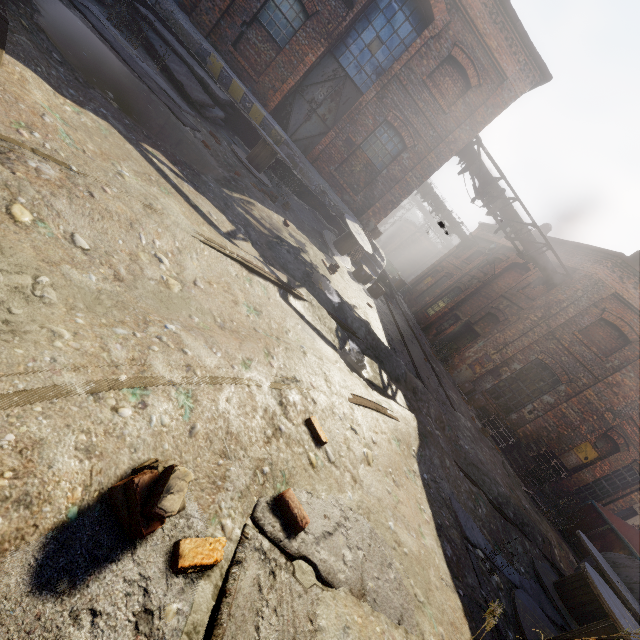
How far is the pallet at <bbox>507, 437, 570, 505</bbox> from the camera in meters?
10.5 m

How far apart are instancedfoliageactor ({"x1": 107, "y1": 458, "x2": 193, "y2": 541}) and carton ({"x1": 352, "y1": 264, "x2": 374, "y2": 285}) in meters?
9.7 m

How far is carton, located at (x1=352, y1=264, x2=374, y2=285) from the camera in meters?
10.7

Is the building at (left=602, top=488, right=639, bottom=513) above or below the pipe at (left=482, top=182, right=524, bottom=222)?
below

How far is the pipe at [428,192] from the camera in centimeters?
2172cm

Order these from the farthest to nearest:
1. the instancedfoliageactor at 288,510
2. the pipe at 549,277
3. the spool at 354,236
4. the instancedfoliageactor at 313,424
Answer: the pipe at 549,277 → the spool at 354,236 → the instancedfoliageactor at 313,424 → the instancedfoliageactor at 288,510

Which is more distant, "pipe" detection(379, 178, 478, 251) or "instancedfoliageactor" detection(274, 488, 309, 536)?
"pipe" detection(379, 178, 478, 251)

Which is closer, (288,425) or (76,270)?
(76,270)
